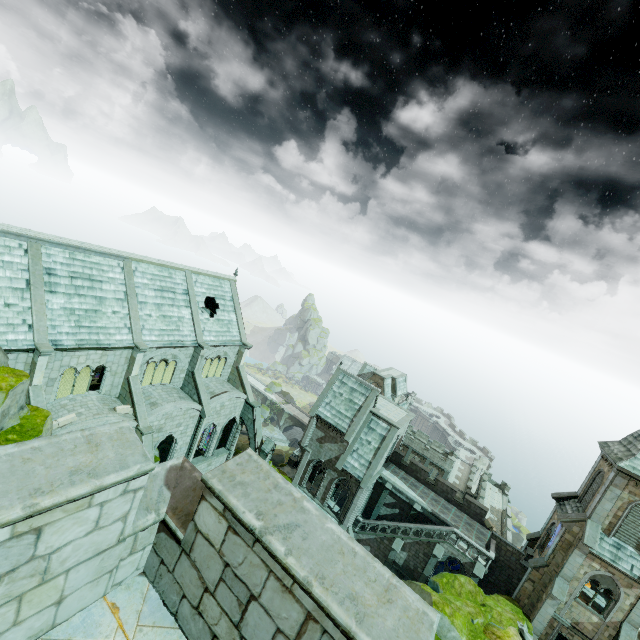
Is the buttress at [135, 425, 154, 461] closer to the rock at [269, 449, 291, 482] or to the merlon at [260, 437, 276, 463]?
the merlon at [260, 437, 276, 463]

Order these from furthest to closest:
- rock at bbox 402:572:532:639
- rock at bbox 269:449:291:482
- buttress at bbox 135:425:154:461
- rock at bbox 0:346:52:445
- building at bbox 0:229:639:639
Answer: rock at bbox 269:449:291:482, buttress at bbox 135:425:154:461, rock at bbox 402:572:532:639, rock at bbox 0:346:52:445, building at bbox 0:229:639:639

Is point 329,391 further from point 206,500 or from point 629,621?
point 206,500

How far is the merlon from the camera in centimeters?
3253cm

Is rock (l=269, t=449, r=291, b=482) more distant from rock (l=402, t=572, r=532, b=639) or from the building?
rock (l=402, t=572, r=532, b=639)

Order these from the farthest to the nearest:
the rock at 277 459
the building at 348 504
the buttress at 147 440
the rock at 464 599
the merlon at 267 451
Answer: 1. the rock at 277 459
2. the merlon at 267 451
3. the buttress at 147 440
4. the rock at 464 599
5. the building at 348 504

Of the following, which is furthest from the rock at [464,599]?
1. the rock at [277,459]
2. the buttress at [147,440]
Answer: the buttress at [147,440]

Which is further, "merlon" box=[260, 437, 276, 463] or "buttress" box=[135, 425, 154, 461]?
"merlon" box=[260, 437, 276, 463]
